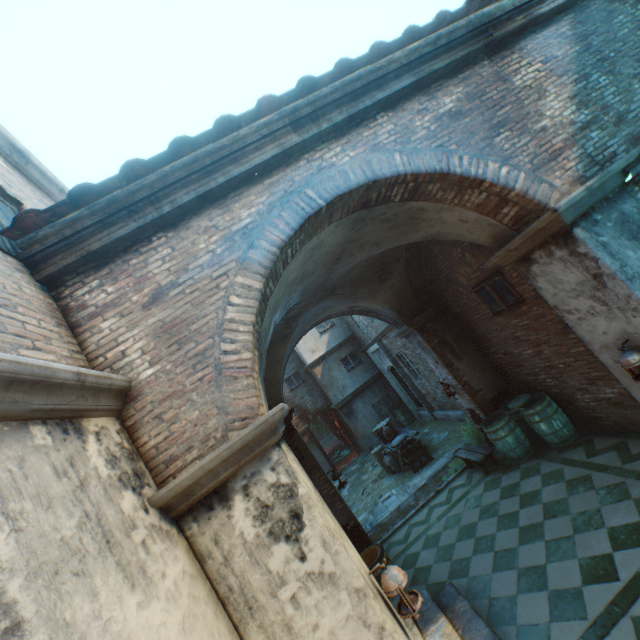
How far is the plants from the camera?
8.80m

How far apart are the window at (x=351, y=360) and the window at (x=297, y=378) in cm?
241

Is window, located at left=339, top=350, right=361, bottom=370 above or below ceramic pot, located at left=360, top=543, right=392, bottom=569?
above

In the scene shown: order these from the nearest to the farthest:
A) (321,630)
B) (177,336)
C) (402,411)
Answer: (321,630) < (177,336) < (402,411)

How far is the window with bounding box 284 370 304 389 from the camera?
18.14m

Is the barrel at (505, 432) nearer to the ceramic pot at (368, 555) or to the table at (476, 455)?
the table at (476, 455)

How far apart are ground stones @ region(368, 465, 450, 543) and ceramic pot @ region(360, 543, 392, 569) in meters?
1.9 m

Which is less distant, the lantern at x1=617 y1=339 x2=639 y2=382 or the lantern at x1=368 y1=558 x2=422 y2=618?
the lantern at x1=368 y1=558 x2=422 y2=618
